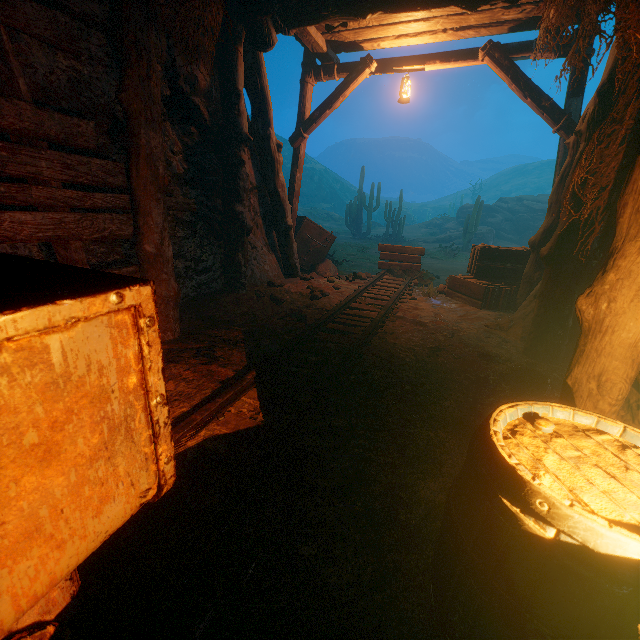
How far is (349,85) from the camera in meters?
6.2

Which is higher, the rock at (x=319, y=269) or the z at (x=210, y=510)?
the rock at (x=319, y=269)

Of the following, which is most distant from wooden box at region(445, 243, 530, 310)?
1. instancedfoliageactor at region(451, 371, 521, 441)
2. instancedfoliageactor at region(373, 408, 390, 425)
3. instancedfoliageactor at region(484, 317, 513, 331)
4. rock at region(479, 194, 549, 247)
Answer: rock at region(479, 194, 549, 247)

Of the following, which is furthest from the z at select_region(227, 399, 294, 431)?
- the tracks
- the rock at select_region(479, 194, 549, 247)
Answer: the rock at select_region(479, 194, 549, 247)

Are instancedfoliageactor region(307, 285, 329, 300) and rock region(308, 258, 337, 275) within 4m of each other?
yes

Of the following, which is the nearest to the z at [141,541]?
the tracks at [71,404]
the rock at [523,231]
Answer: the tracks at [71,404]

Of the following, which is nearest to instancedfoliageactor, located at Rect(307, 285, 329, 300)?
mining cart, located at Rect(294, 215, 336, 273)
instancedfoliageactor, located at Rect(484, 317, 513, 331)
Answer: mining cart, located at Rect(294, 215, 336, 273)

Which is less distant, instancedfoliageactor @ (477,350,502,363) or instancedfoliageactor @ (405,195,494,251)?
instancedfoliageactor @ (477,350,502,363)
